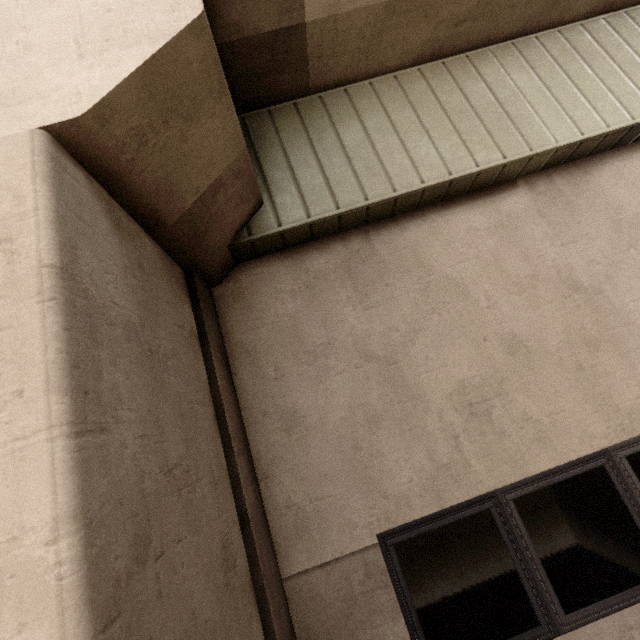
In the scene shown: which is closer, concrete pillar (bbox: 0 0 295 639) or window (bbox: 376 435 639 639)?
concrete pillar (bbox: 0 0 295 639)

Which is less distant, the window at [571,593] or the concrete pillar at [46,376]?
the concrete pillar at [46,376]

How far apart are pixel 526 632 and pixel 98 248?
4.4m

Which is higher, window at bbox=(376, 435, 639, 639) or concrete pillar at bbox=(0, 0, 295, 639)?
concrete pillar at bbox=(0, 0, 295, 639)

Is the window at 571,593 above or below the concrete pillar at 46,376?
below
